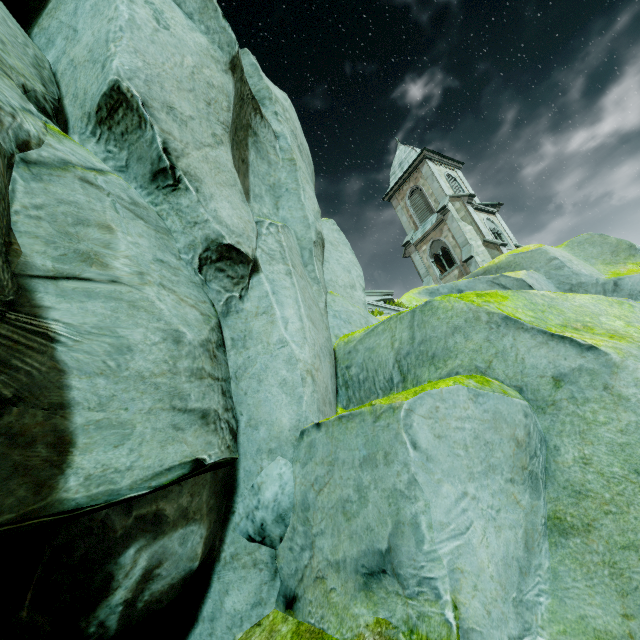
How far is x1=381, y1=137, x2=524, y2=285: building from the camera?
24.1 meters

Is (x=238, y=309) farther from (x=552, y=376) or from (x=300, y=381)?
(x=552, y=376)

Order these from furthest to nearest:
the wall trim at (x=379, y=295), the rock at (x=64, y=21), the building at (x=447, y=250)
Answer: the building at (x=447, y=250)
the wall trim at (x=379, y=295)
the rock at (x=64, y=21)

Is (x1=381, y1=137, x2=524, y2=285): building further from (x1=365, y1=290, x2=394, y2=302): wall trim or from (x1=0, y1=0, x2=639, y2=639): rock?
(x1=365, y1=290, x2=394, y2=302): wall trim

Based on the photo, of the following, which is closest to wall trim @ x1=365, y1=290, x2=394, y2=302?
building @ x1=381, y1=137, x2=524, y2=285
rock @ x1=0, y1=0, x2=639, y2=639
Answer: rock @ x1=0, y1=0, x2=639, y2=639

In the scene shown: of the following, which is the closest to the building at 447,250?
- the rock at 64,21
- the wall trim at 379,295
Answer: the rock at 64,21

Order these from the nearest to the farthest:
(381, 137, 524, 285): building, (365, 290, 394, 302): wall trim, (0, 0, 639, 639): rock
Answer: (0, 0, 639, 639): rock → (365, 290, 394, 302): wall trim → (381, 137, 524, 285): building
